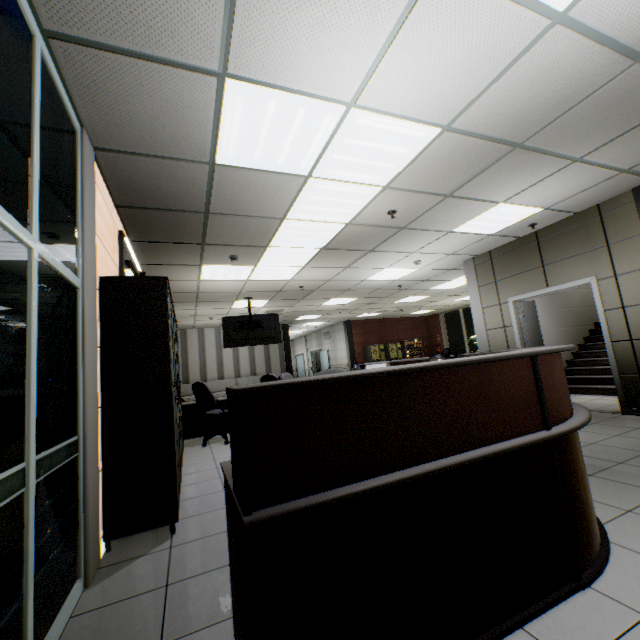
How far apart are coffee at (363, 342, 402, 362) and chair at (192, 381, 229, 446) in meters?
9.7

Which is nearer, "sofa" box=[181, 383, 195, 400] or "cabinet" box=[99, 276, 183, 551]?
"cabinet" box=[99, 276, 183, 551]

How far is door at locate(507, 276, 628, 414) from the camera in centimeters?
Answer: 493cm

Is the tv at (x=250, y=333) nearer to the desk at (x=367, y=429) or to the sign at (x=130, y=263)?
the desk at (x=367, y=429)

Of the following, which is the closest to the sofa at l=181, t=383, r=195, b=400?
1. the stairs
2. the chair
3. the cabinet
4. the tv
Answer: the tv

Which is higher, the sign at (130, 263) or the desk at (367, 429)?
the sign at (130, 263)

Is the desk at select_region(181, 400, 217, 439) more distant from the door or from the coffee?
the coffee

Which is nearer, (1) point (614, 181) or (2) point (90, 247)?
(2) point (90, 247)
